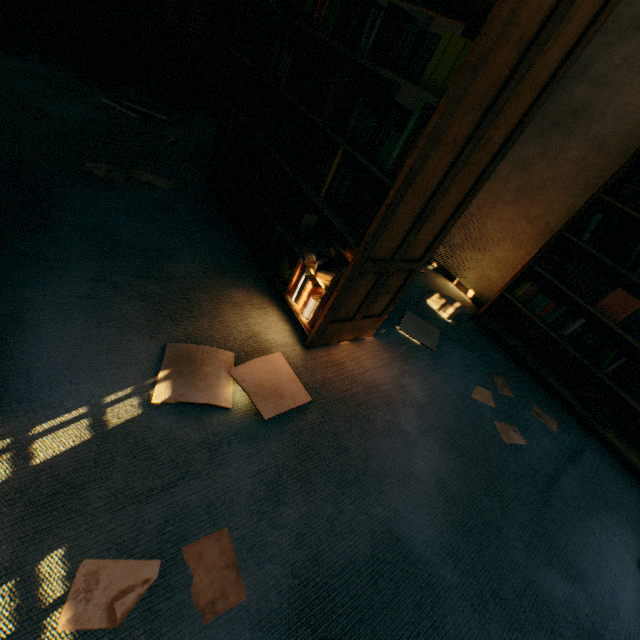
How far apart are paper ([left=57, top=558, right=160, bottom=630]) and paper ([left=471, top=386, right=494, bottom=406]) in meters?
2.1

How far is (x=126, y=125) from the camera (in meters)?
3.19

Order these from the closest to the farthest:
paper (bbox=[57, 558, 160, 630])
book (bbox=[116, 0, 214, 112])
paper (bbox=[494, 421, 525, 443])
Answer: paper (bbox=[57, 558, 160, 630]) → paper (bbox=[494, 421, 525, 443]) → book (bbox=[116, 0, 214, 112])

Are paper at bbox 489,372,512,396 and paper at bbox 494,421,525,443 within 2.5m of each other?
yes

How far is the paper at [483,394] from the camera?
2.3 meters

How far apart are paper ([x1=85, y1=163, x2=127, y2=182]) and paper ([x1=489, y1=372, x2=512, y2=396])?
3.1m

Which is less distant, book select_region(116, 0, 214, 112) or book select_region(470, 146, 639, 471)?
book select_region(470, 146, 639, 471)

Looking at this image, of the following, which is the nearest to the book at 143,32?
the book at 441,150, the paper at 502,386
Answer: the book at 441,150
